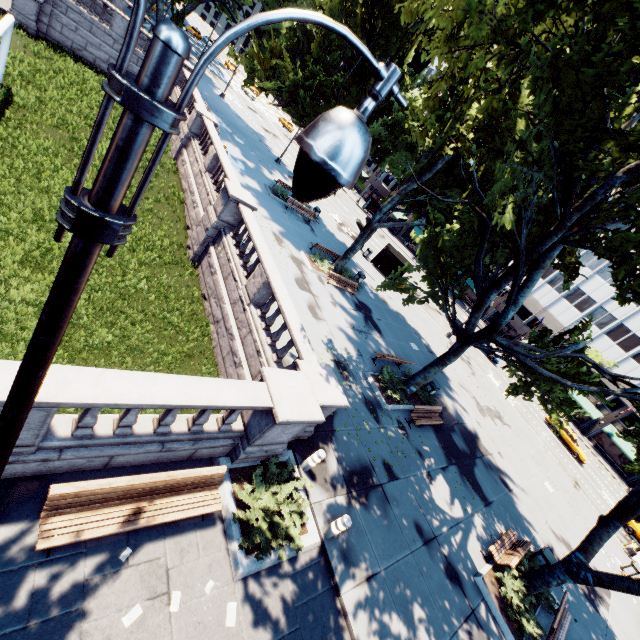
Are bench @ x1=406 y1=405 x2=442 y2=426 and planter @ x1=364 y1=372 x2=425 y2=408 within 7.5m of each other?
yes

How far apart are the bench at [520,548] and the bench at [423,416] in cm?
488

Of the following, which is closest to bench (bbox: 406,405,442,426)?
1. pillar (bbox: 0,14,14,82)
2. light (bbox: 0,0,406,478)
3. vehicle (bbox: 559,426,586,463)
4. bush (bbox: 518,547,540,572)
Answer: bush (bbox: 518,547,540,572)

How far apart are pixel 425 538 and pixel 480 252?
11.2 meters

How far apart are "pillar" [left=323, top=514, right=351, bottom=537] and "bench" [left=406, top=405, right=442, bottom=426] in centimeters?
735cm

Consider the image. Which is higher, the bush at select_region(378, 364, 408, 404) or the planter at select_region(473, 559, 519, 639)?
the bush at select_region(378, 364, 408, 404)

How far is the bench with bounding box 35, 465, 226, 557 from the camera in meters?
4.9 m

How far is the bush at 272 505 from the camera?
6.9m
